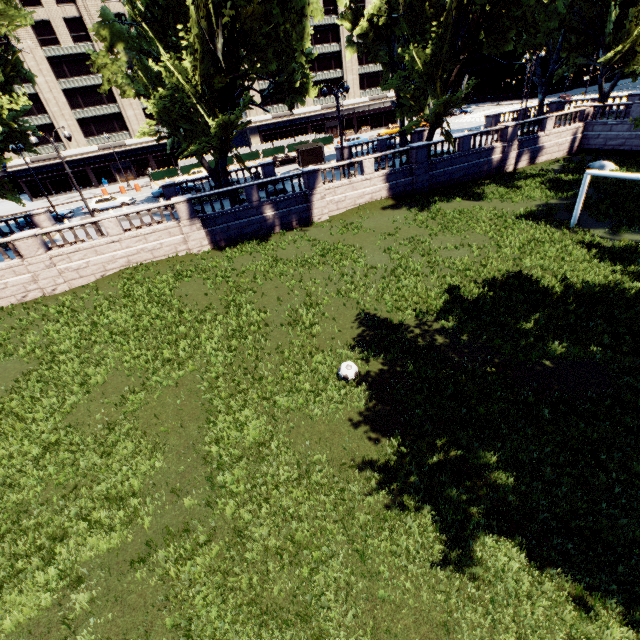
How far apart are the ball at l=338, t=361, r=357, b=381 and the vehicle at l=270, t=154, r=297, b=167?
40.3 meters

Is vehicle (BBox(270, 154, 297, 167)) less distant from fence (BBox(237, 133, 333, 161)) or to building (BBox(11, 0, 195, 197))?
fence (BBox(237, 133, 333, 161))

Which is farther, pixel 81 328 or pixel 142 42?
pixel 142 42

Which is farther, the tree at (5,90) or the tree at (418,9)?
the tree at (5,90)

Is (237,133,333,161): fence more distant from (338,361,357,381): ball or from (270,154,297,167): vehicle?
(338,361,357,381): ball

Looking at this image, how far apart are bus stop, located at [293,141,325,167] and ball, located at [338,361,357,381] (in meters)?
33.93

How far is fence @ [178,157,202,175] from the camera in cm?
4578

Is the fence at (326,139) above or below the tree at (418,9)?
below
